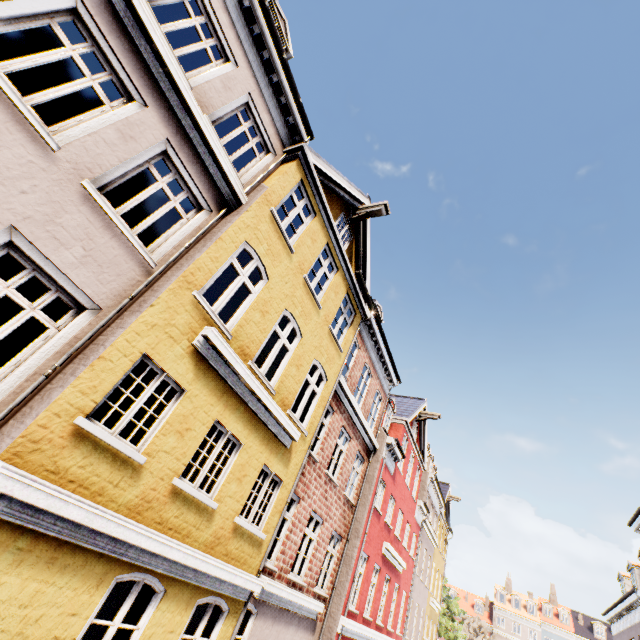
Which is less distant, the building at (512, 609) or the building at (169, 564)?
the building at (169, 564)

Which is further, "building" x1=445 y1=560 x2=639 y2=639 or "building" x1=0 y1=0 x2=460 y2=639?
"building" x1=445 y1=560 x2=639 y2=639

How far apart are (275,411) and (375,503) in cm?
935
